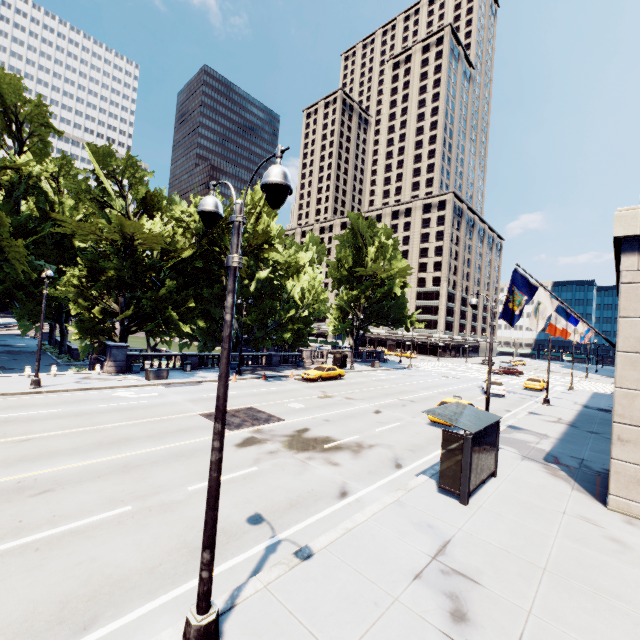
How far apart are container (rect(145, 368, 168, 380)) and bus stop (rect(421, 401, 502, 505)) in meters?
21.6

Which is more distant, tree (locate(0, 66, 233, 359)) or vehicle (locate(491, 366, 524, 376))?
vehicle (locate(491, 366, 524, 376))

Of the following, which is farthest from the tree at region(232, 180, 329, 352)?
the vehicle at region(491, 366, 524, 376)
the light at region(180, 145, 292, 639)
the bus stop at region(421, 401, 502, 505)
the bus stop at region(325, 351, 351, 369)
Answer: the light at region(180, 145, 292, 639)

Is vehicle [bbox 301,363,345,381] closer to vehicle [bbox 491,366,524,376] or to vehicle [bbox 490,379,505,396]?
vehicle [bbox 490,379,505,396]

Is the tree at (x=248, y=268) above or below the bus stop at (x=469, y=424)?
above

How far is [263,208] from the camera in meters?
29.8 m

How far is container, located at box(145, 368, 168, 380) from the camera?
24.80m

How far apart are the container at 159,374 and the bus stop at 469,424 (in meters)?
21.57
